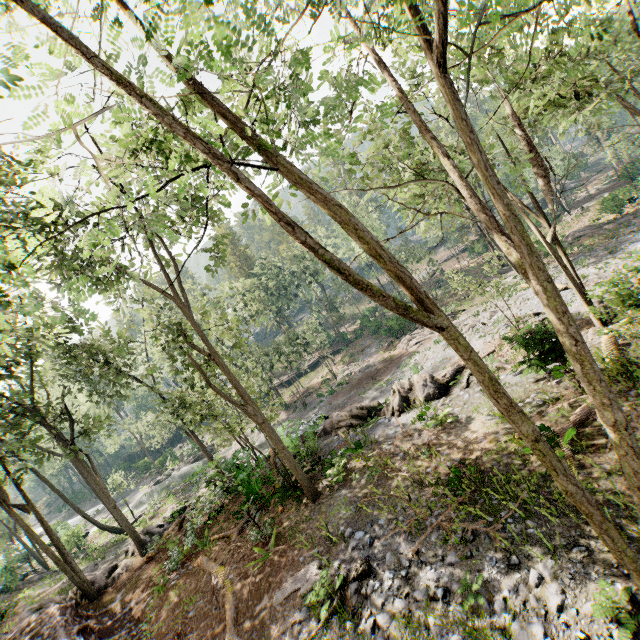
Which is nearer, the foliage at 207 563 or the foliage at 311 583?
the foliage at 311 583

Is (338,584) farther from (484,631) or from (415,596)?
(484,631)

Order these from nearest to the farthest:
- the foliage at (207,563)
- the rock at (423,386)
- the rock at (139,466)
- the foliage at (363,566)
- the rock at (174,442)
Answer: the foliage at (363,566) < the foliage at (207,563) < the rock at (423,386) < the rock at (174,442) < the rock at (139,466)

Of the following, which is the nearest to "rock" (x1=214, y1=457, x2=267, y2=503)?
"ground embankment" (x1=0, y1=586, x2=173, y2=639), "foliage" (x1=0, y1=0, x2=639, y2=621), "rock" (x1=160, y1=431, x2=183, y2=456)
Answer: "foliage" (x1=0, y1=0, x2=639, y2=621)

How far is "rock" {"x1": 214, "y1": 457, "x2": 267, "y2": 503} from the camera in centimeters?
1597cm

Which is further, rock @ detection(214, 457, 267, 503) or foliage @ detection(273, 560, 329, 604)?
rock @ detection(214, 457, 267, 503)

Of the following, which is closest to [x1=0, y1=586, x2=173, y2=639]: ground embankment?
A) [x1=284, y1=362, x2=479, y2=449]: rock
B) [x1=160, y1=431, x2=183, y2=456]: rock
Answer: [x1=284, y1=362, x2=479, y2=449]: rock
